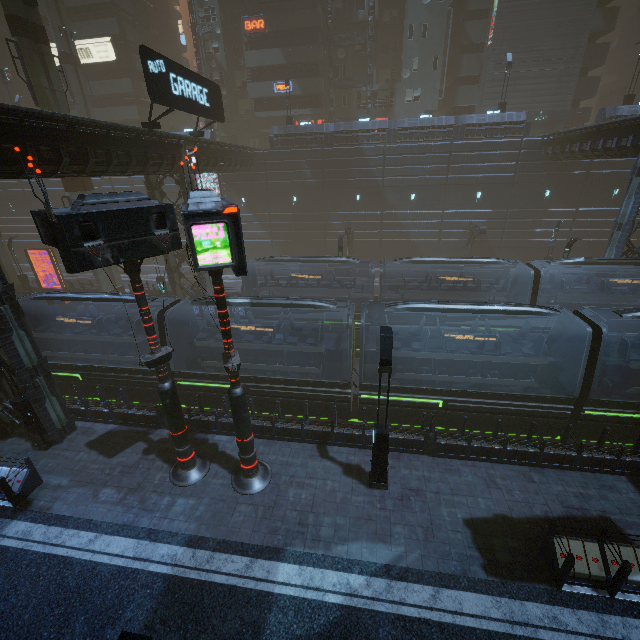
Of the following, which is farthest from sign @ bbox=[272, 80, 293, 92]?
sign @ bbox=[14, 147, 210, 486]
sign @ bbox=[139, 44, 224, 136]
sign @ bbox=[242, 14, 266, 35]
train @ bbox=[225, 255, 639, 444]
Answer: sign @ bbox=[14, 147, 210, 486]

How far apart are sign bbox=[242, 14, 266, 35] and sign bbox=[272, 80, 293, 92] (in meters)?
4.37

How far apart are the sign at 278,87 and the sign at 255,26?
4.37m

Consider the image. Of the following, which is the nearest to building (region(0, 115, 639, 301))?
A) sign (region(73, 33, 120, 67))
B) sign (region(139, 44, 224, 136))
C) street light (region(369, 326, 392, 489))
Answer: sign (region(73, 33, 120, 67))

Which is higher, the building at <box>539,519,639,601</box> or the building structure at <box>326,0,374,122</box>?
the building structure at <box>326,0,374,122</box>

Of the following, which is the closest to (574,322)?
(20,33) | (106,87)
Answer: (20,33)

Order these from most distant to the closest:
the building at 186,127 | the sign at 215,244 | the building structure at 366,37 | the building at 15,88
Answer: the building at 15,88
the building structure at 366,37
the building at 186,127
the sign at 215,244

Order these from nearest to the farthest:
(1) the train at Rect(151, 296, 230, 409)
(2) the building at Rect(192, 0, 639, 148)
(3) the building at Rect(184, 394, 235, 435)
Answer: (3) the building at Rect(184, 394, 235, 435)
(1) the train at Rect(151, 296, 230, 409)
(2) the building at Rect(192, 0, 639, 148)
